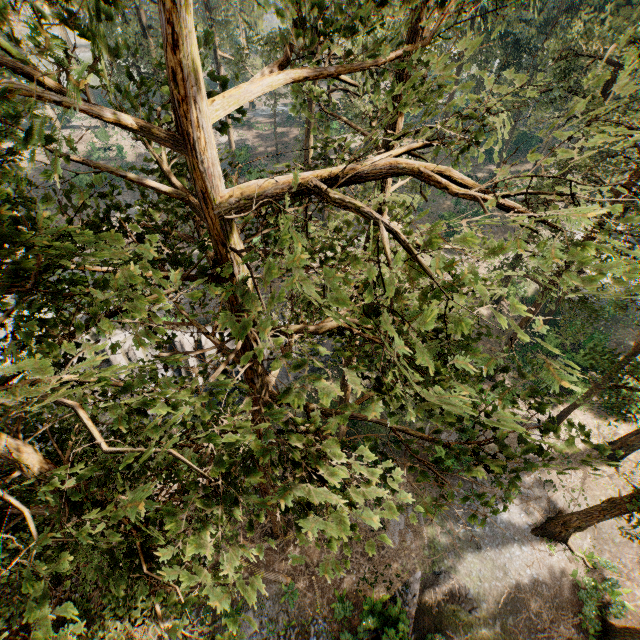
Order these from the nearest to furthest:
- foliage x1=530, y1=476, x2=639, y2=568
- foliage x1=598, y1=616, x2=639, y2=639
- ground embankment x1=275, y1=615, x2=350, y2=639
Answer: foliage x1=530, y1=476, x2=639, y2=568 < foliage x1=598, y1=616, x2=639, y2=639 < ground embankment x1=275, y1=615, x2=350, y2=639

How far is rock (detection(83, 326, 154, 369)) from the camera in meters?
24.8

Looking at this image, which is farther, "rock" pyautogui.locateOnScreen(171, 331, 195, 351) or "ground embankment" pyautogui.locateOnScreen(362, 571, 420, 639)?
"rock" pyautogui.locateOnScreen(171, 331, 195, 351)

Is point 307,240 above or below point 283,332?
above

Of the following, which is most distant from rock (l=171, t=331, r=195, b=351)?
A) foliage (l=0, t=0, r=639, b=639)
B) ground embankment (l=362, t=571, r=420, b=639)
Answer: ground embankment (l=362, t=571, r=420, b=639)

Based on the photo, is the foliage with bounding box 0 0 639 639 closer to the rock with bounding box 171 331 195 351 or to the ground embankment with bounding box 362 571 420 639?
the ground embankment with bounding box 362 571 420 639

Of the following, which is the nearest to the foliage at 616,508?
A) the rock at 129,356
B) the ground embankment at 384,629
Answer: the ground embankment at 384,629

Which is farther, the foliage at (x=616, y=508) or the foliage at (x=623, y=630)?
the foliage at (x=623, y=630)
